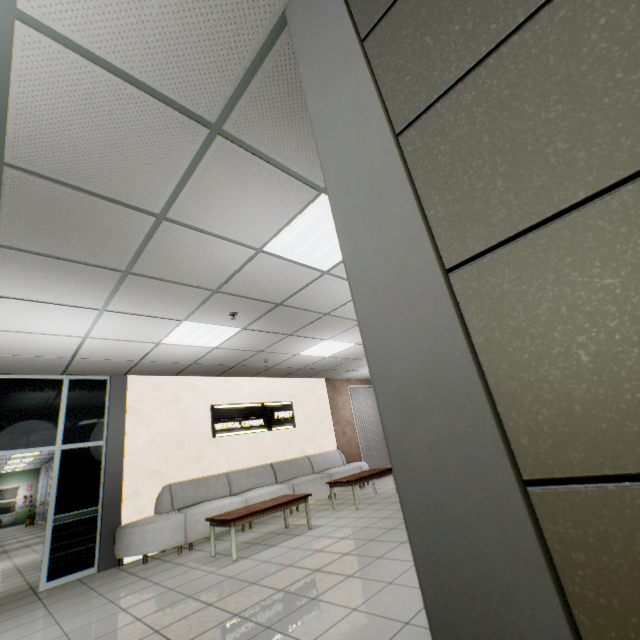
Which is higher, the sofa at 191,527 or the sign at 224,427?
the sign at 224,427

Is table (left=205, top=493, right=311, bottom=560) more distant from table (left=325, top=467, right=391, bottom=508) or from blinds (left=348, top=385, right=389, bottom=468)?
blinds (left=348, top=385, right=389, bottom=468)

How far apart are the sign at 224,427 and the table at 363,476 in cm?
214

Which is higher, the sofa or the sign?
the sign

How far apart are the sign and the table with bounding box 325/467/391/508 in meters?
2.1

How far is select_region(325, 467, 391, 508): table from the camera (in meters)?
6.44

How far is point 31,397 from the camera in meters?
5.6

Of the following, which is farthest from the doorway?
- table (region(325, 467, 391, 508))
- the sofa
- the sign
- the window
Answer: the window
